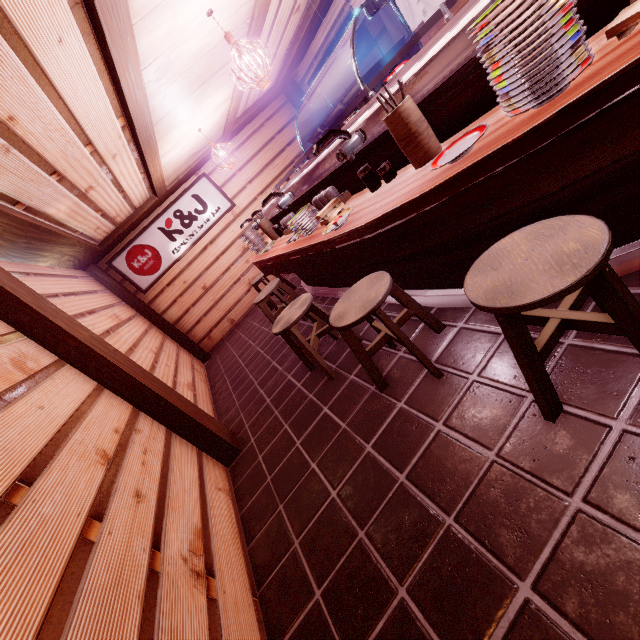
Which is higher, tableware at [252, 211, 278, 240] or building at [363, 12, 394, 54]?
building at [363, 12, 394, 54]

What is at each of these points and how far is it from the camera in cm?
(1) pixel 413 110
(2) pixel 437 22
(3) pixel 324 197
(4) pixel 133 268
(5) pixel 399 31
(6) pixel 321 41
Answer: (1) tableware, 294
(2) blind, 775
(3) tableware, 497
(4) sign, 1195
(5) flag, 820
(6) building, 1066

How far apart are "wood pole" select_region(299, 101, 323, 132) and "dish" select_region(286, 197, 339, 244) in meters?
10.5

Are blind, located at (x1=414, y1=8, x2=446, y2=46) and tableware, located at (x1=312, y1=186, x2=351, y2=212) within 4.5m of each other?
no

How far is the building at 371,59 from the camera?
9.65m

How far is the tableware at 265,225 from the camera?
7.9 meters

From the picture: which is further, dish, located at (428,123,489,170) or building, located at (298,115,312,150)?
building, located at (298,115,312,150)

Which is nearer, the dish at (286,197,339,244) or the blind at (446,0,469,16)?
the dish at (286,197,339,244)
